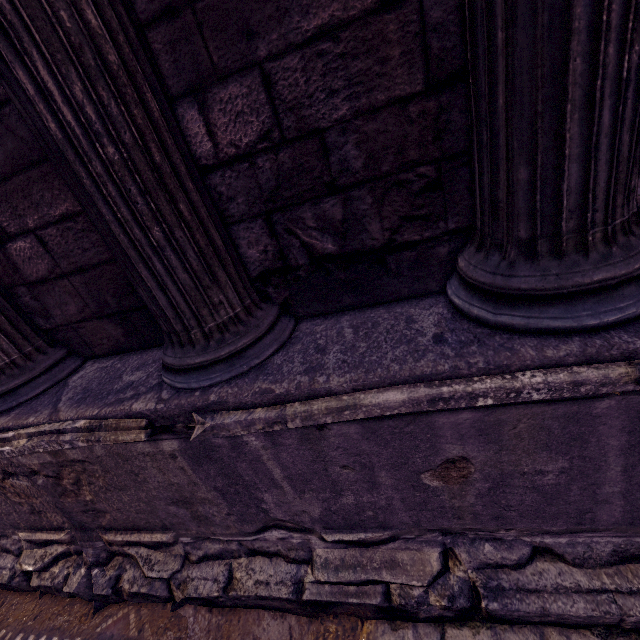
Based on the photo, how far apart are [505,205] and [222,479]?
1.7m
